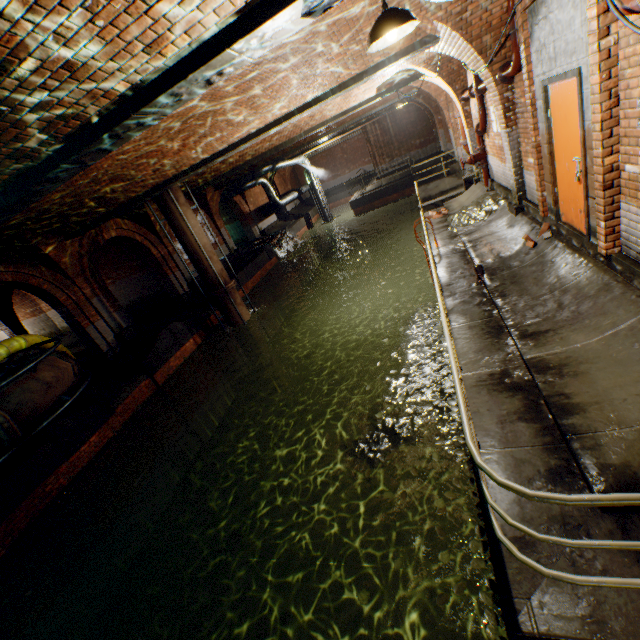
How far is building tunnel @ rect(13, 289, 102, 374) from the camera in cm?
1340

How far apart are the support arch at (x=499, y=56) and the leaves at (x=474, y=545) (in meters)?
5.20

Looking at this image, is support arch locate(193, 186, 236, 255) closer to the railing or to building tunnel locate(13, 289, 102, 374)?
building tunnel locate(13, 289, 102, 374)

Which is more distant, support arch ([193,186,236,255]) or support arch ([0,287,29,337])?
support arch ([193,186,236,255])

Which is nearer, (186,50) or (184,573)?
(186,50)

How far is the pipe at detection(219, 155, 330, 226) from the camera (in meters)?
20.14

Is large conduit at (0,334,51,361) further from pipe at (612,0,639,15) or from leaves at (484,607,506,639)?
pipe at (612,0,639,15)

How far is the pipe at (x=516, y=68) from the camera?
5.2 meters
